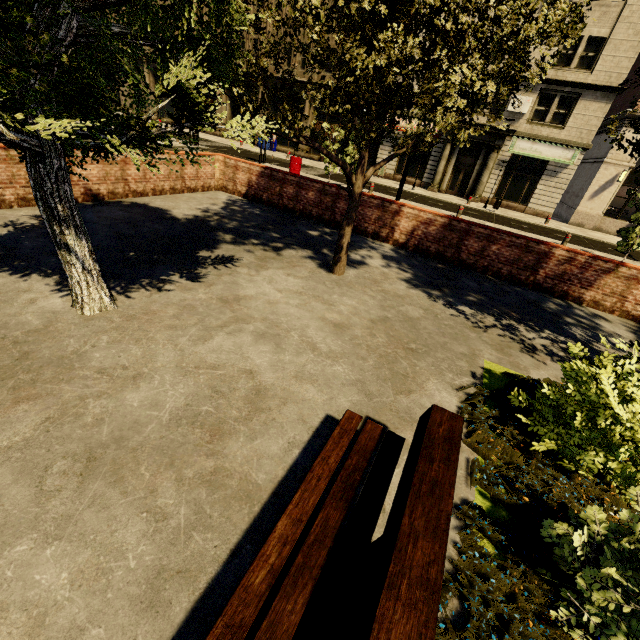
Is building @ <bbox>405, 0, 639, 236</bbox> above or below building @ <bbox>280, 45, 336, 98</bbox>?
below

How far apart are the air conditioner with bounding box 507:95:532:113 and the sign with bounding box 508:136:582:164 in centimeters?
128cm

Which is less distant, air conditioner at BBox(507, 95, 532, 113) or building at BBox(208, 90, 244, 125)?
air conditioner at BBox(507, 95, 532, 113)

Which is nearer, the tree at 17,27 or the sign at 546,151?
the tree at 17,27

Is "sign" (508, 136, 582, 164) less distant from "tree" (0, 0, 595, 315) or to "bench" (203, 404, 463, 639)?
"tree" (0, 0, 595, 315)

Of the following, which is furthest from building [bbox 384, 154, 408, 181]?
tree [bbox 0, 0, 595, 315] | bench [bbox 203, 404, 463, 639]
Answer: bench [bbox 203, 404, 463, 639]

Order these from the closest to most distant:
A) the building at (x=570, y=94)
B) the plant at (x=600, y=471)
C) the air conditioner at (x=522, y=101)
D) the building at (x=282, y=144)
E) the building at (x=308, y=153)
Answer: the plant at (x=600, y=471)
the building at (x=570, y=94)
the air conditioner at (x=522, y=101)
the building at (x=308, y=153)
the building at (x=282, y=144)

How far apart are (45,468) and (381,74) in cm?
637
